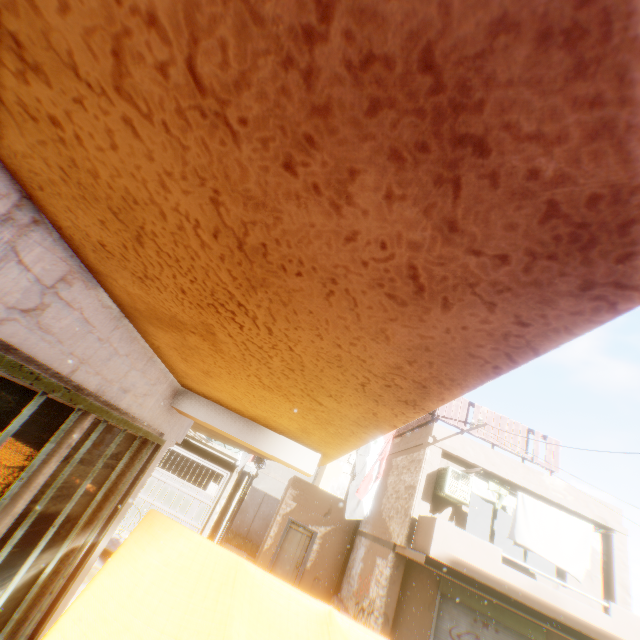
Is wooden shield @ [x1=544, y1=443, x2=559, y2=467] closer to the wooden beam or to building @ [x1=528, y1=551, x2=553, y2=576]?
building @ [x1=528, y1=551, x2=553, y2=576]

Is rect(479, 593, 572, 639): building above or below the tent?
above

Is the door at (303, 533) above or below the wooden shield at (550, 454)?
below

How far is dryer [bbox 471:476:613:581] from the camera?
9.0 meters

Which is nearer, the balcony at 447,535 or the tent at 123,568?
the tent at 123,568

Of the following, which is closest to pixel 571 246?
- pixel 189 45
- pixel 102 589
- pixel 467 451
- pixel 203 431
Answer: pixel 189 45

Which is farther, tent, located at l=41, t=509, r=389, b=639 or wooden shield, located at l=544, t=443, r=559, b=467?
wooden shield, located at l=544, t=443, r=559, b=467

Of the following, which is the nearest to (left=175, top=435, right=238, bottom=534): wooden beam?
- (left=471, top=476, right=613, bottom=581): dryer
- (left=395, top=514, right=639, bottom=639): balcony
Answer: (left=395, top=514, right=639, bottom=639): balcony
